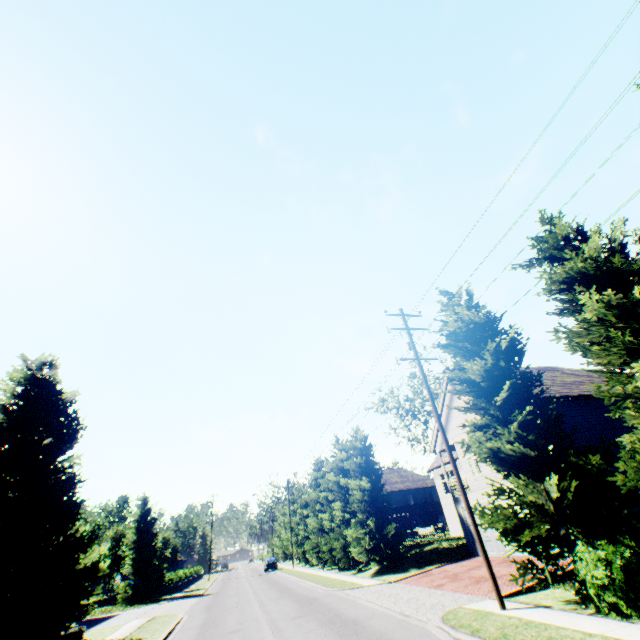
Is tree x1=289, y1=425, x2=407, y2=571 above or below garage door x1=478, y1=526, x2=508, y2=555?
above

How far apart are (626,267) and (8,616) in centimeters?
2604cm

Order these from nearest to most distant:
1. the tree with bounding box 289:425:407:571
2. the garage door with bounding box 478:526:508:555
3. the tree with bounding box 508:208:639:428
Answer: the tree with bounding box 508:208:639:428, the garage door with bounding box 478:526:508:555, the tree with bounding box 289:425:407:571

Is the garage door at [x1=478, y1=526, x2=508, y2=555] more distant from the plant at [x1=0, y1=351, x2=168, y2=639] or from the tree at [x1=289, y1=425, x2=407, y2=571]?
the plant at [x1=0, y1=351, x2=168, y2=639]

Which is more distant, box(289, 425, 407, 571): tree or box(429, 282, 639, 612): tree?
box(289, 425, 407, 571): tree

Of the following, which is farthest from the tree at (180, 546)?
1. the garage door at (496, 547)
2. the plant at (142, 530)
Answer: the garage door at (496, 547)
